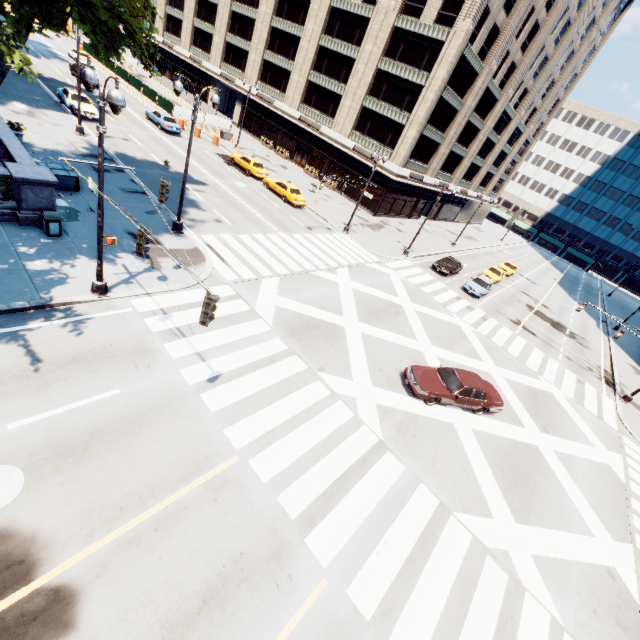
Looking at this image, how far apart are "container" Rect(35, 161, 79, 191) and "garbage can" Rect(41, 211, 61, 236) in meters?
4.3

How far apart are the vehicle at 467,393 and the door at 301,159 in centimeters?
3907cm

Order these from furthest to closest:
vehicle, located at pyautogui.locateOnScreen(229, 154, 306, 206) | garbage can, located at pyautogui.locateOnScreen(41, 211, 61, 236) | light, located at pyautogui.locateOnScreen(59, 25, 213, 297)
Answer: vehicle, located at pyautogui.locateOnScreen(229, 154, 306, 206)
garbage can, located at pyautogui.locateOnScreen(41, 211, 61, 236)
light, located at pyautogui.locateOnScreen(59, 25, 213, 297)

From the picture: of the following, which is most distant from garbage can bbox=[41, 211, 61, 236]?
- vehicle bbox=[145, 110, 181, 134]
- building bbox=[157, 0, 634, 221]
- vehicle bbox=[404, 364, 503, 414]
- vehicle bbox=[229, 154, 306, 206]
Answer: building bbox=[157, 0, 634, 221]

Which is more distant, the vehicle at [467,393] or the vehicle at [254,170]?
the vehicle at [254,170]

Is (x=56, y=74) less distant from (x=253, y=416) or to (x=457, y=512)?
(x=253, y=416)

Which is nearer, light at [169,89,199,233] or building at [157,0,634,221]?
light at [169,89,199,233]

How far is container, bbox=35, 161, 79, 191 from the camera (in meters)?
16.61
